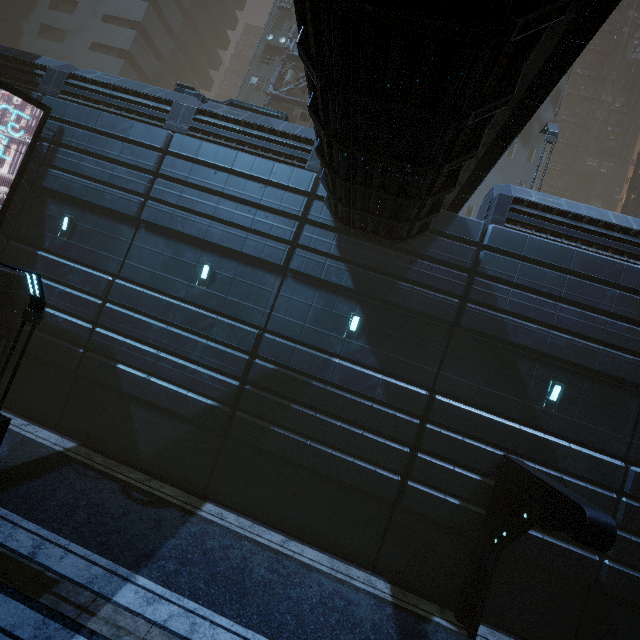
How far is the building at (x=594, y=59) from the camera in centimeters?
5038cm

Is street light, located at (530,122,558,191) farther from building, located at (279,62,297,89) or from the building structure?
the building structure

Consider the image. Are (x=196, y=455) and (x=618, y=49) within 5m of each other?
no

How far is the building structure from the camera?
24.7m

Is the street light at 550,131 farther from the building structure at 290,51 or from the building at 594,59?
the building structure at 290,51

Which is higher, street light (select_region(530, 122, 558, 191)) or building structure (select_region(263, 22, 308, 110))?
building structure (select_region(263, 22, 308, 110))

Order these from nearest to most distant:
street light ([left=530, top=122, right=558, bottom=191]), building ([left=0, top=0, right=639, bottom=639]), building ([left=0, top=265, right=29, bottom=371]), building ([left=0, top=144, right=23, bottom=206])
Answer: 1. building ([left=0, top=0, right=639, bottom=639])
2. building ([left=0, top=265, right=29, bottom=371])
3. building ([left=0, top=144, right=23, bottom=206])
4. street light ([left=530, top=122, right=558, bottom=191])

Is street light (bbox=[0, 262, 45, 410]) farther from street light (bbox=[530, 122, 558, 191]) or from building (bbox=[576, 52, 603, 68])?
street light (bbox=[530, 122, 558, 191])
